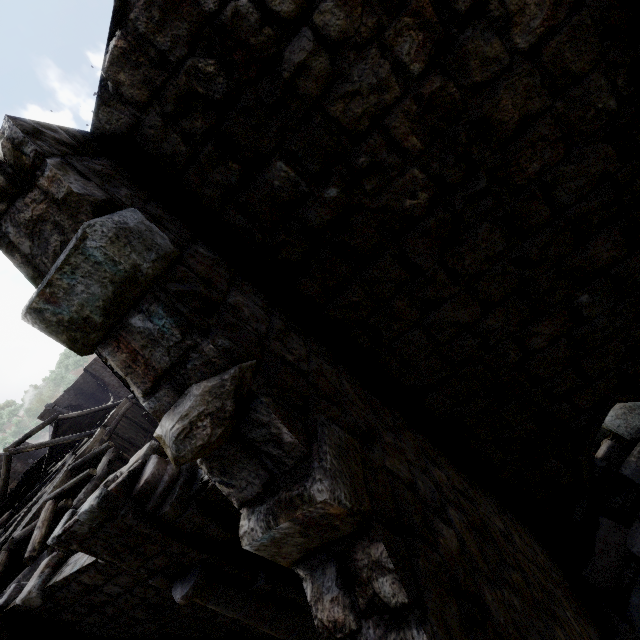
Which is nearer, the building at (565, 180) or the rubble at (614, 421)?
the building at (565, 180)

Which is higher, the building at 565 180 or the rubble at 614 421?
the building at 565 180

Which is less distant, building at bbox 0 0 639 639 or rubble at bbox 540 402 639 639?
building at bbox 0 0 639 639

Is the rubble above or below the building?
below

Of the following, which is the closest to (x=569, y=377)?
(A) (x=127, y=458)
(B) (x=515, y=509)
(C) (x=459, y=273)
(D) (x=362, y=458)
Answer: (C) (x=459, y=273)
